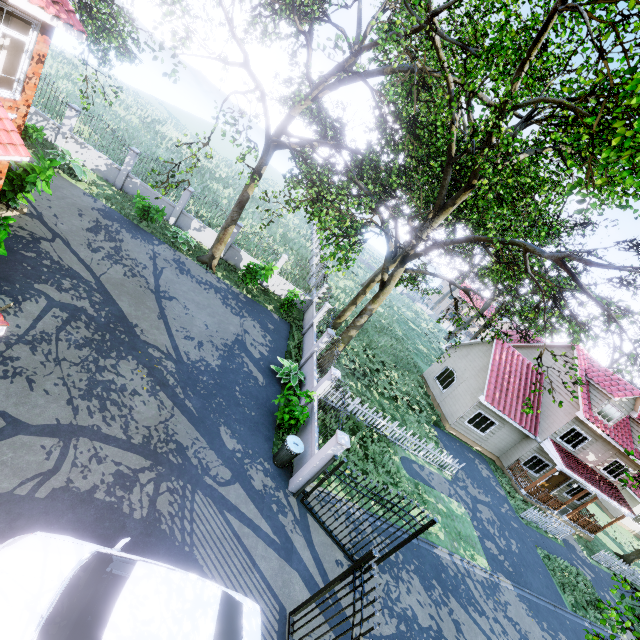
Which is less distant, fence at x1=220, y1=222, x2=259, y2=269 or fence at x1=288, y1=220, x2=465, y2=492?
fence at x1=288, y1=220, x2=465, y2=492

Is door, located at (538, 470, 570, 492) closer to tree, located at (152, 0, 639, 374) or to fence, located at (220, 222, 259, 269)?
tree, located at (152, 0, 639, 374)

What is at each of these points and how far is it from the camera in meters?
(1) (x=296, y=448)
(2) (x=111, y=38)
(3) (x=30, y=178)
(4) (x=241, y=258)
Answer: (1) trash can, 10.0 m
(2) tree, 12.0 m
(3) plant, 10.0 m
(4) fence, 20.2 m

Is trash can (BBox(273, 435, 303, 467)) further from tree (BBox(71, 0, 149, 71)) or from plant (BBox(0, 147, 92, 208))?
plant (BBox(0, 147, 92, 208))

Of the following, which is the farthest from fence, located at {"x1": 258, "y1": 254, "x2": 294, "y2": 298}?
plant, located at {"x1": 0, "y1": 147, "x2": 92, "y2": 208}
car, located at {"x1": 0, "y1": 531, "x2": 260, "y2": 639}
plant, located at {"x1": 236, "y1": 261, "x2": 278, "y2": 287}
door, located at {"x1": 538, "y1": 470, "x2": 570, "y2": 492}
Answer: door, located at {"x1": 538, "y1": 470, "x2": 570, "y2": 492}

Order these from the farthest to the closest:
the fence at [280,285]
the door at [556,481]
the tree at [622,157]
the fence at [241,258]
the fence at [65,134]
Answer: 1. the door at [556,481]
2. the fence at [280,285]
3. the fence at [241,258]
4. the fence at [65,134]
5. the tree at [622,157]

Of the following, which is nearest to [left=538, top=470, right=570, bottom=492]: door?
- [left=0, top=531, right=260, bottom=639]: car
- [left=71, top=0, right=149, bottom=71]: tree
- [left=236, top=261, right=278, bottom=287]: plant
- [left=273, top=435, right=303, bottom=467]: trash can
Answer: [left=71, top=0, right=149, bottom=71]: tree

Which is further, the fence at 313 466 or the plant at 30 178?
the plant at 30 178
